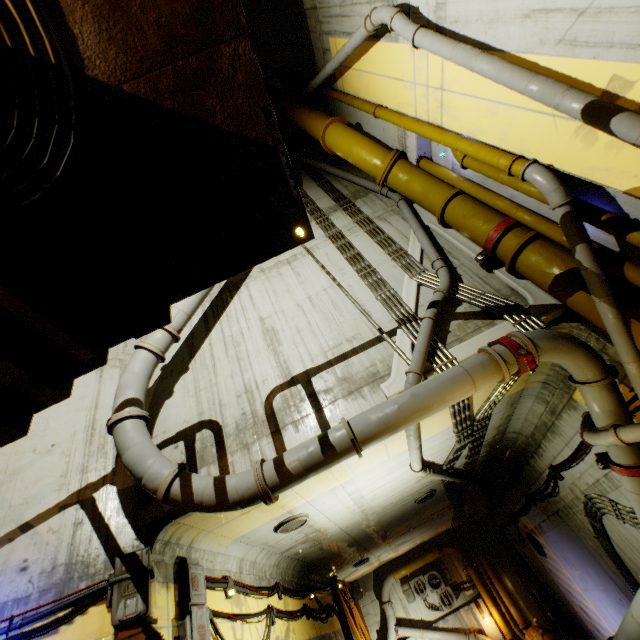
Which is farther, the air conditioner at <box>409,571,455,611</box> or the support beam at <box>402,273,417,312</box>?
the air conditioner at <box>409,571,455,611</box>

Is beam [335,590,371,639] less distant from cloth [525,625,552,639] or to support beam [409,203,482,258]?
cloth [525,625,552,639]

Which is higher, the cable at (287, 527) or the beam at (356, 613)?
the cable at (287, 527)

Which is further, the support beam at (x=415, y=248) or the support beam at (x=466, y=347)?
the support beam at (x=415, y=248)

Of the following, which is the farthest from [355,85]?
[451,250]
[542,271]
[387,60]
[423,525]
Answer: [423,525]

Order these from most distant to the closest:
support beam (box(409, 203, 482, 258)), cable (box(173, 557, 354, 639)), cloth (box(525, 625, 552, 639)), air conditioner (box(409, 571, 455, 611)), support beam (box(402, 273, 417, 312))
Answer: air conditioner (box(409, 571, 455, 611)) → cloth (box(525, 625, 552, 639)) → support beam (box(409, 203, 482, 258)) → support beam (box(402, 273, 417, 312)) → cable (box(173, 557, 354, 639))

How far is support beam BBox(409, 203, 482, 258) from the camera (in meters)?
7.28

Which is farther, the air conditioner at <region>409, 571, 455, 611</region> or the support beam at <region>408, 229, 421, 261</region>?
the air conditioner at <region>409, 571, 455, 611</region>
